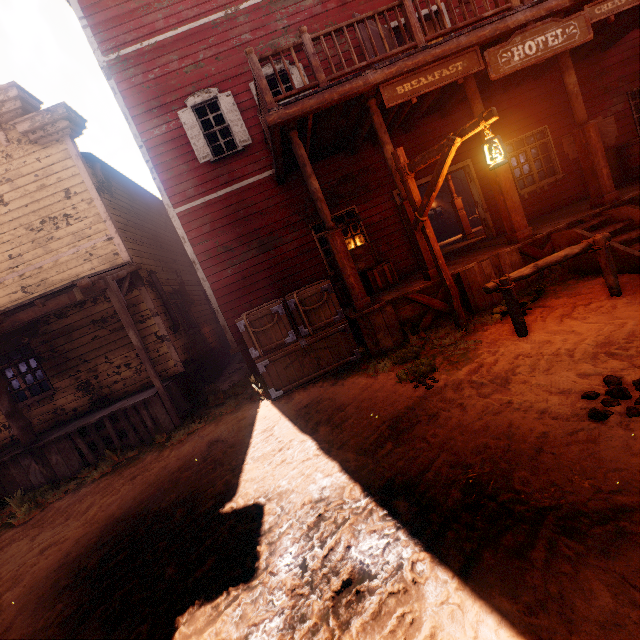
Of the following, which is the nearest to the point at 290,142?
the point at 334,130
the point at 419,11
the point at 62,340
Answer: the point at 334,130

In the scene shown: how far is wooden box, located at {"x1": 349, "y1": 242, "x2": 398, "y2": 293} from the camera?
7.9m

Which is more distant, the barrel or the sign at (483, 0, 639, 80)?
the barrel

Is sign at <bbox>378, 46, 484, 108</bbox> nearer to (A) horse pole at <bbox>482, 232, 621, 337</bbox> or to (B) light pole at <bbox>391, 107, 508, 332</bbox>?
(B) light pole at <bbox>391, 107, 508, 332</bbox>

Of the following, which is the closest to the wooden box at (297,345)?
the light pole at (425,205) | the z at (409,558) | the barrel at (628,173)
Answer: the z at (409,558)

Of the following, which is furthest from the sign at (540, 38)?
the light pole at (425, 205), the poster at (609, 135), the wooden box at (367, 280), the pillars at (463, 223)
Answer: the pillars at (463, 223)

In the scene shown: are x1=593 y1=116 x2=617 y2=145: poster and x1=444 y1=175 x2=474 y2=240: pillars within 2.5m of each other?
no

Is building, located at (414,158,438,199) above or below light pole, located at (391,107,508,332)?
above
